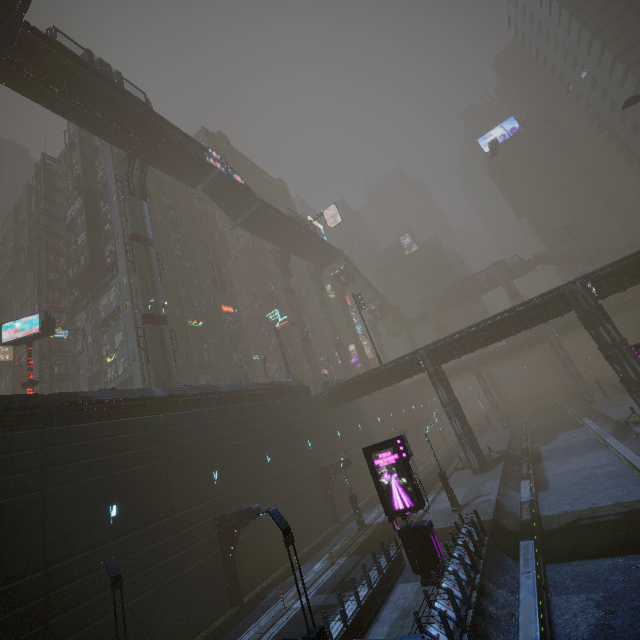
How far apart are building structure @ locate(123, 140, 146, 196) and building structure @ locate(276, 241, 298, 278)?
23.7 meters

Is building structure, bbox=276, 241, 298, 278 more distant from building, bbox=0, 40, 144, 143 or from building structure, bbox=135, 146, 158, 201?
building, bbox=0, 40, 144, 143

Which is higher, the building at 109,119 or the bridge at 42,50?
the bridge at 42,50

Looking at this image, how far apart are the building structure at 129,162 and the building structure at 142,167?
0.6 meters

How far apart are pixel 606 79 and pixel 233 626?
87.62m

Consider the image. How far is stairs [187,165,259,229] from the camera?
41.2 meters

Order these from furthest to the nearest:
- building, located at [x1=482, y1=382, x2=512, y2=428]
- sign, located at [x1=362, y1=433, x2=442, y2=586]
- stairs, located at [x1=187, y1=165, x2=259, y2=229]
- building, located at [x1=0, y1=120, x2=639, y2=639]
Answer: building, located at [x1=482, y1=382, x2=512, y2=428], stairs, located at [x1=187, y1=165, x2=259, y2=229], building, located at [x1=0, y1=120, x2=639, y2=639], sign, located at [x1=362, y1=433, x2=442, y2=586]

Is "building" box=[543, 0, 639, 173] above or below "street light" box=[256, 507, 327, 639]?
above
